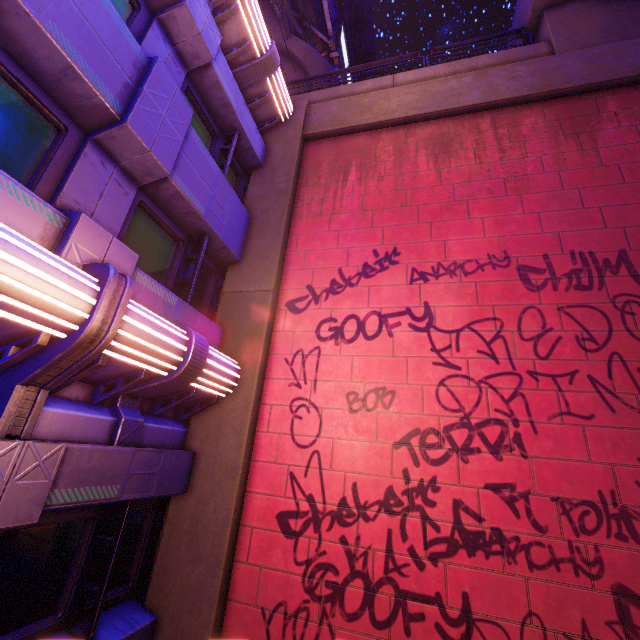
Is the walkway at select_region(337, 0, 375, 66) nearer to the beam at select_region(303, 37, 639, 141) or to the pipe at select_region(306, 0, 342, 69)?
the pipe at select_region(306, 0, 342, 69)

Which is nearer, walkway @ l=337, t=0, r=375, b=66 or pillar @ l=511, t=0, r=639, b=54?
pillar @ l=511, t=0, r=639, b=54

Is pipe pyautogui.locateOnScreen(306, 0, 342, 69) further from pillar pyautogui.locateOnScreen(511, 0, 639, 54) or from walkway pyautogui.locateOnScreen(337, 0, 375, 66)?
pillar pyautogui.locateOnScreen(511, 0, 639, 54)

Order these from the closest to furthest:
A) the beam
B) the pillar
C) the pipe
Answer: the beam, the pillar, the pipe

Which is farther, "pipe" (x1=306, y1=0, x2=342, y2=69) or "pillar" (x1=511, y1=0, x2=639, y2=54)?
"pipe" (x1=306, y1=0, x2=342, y2=69)

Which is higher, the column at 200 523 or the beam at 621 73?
the beam at 621 73

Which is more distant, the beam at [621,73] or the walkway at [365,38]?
the walkway at [365,38]

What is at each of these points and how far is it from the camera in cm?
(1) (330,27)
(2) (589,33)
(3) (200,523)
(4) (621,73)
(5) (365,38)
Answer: (1) pipe, 2100
(2) pillar, 819
(3) column, 526
(4) beam, 685
(5) walkway, 2722
